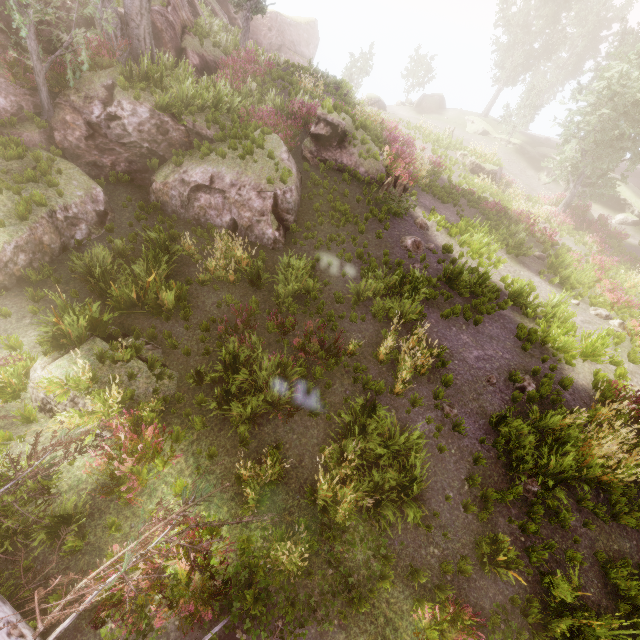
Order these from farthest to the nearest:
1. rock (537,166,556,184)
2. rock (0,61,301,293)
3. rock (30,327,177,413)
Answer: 1. rock (537,166,556,184)
2. rock (0,61,301,293)
3. rock (30,327,177,413)

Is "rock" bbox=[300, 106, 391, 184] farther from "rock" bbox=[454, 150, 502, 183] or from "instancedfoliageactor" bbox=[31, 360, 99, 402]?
Answer: "rock" bbox=[454, 150, 502, 183]

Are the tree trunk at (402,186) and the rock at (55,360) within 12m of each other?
yes

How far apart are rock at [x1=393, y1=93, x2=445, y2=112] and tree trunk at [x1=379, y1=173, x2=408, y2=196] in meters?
32.3 m

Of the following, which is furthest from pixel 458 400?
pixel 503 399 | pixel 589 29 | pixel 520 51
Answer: pixel 589 29

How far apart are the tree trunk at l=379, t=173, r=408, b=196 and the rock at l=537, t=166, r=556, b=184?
23.65m

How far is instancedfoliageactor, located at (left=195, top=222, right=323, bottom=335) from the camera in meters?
8.9

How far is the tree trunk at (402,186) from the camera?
13.4m
